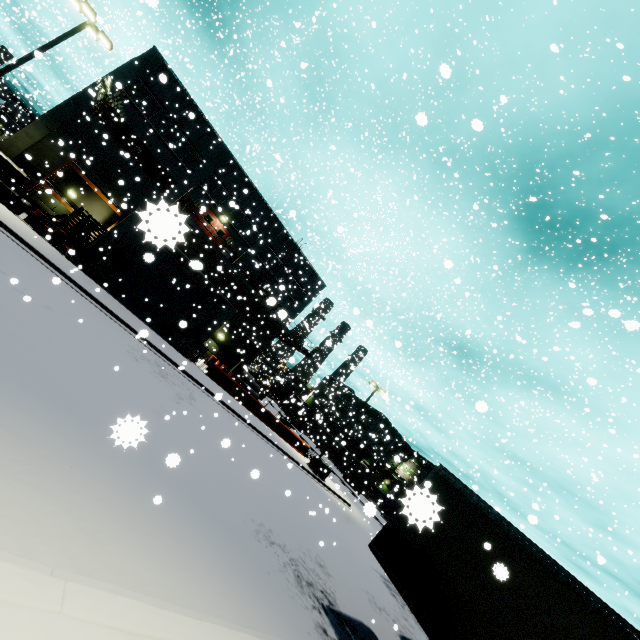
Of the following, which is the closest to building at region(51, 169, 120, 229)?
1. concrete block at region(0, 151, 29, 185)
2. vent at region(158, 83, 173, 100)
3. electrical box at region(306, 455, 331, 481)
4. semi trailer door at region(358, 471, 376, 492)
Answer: vent at region(158, 83, 173, 100)

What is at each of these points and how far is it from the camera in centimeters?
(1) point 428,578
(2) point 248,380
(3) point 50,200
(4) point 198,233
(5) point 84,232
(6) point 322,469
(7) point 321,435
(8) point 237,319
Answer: (1) semi trailer, 716cm
(2) concrete pipe, 3859cm
(3) building, 2344cm
(4) balcony, 2614cm
(5) pallet, 1989cm
(6) electrical box, 2623cm
(7) semi trailer, 5741cm
(8) vent duct, 3098cm

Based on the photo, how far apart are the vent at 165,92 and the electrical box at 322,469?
31.43m

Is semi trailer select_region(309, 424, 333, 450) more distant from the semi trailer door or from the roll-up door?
the roll-up door

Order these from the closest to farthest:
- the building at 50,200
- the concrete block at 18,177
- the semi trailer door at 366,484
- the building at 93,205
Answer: the concrete block at 18,177
the building at 50,200
the building at 93,205
the semi trailer door at 366,484

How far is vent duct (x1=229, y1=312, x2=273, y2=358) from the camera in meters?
30.8

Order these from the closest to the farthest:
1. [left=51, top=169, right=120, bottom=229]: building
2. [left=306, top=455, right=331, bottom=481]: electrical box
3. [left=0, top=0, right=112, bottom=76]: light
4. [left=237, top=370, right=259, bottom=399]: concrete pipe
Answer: [left=0, top=0, right=112, bottom=76]: light < [left=51, top=169, right=120, bottom=229]: building < [left=306, top=455, right=331, bottom=481]: electrical box < [left=237, top=370, right=259, bottom=399]: concrete pipe

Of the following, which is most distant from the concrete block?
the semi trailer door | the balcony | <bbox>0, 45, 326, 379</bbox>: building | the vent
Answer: the semi trailer door
